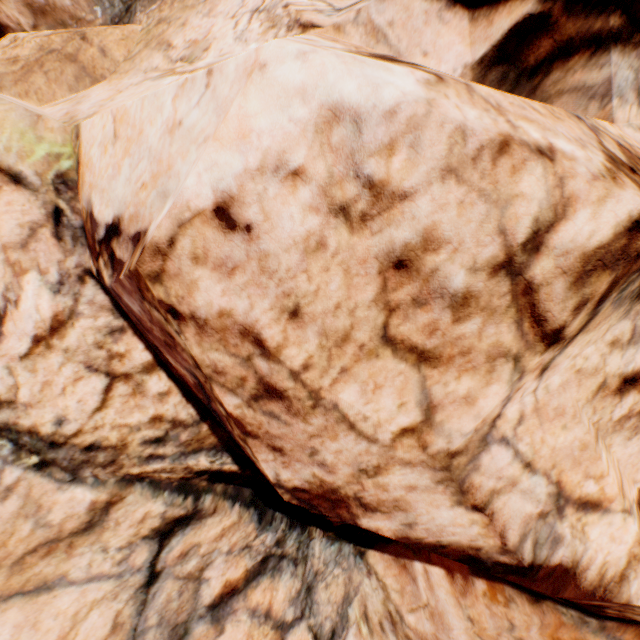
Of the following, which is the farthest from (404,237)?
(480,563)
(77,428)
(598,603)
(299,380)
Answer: (598,603)
